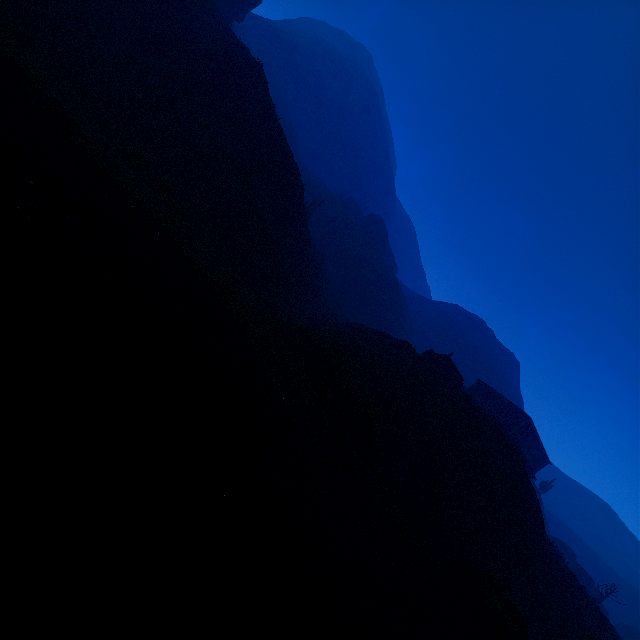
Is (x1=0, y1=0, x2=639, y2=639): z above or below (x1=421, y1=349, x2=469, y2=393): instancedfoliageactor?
below

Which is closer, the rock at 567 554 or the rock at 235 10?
the rock at 567 554

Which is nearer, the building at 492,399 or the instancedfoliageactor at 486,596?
the instancedfoliageactor at 486,596

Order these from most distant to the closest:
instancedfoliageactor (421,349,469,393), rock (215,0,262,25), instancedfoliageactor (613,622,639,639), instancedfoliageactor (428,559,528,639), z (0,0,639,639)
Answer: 1. instancedfoliageactor (613,622,639,639)
2. rock (215,0,262,25)
3. instancedfoliageactor (421,349,469,393)
4. instancedfoliageactor (428,559,528,639)
5. z (0,0,639,639)

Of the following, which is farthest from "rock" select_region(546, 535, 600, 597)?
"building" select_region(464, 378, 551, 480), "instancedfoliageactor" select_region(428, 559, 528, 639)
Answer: "instancedfoliageactor" select_region(428, 559, 528, 639)

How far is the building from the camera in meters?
35.8 m

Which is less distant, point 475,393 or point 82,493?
point 82,493

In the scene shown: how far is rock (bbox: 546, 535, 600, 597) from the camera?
30.9 meters
